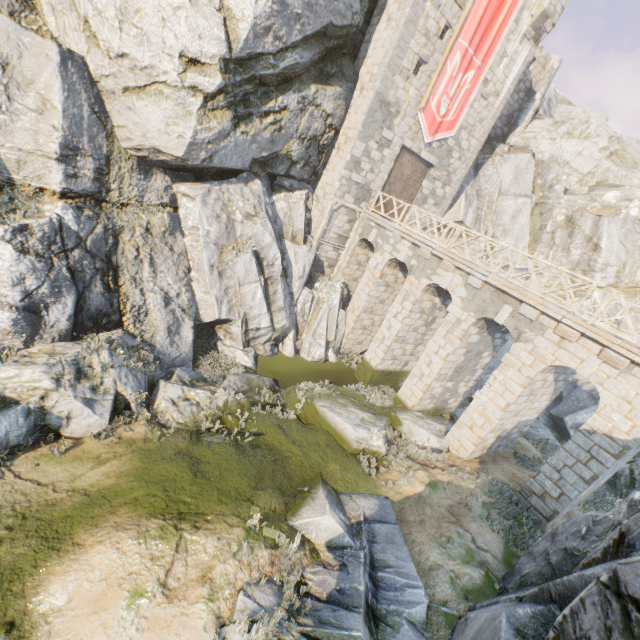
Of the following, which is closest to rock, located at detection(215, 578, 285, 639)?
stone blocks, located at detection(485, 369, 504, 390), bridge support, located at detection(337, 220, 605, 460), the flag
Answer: bridge support, located at detection(337, 220, 605, 460)

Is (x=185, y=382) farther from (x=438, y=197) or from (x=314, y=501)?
(x=438, y=197)

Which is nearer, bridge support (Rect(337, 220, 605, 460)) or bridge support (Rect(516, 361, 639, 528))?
bridge support (Rect(516, 361, 639, 528))

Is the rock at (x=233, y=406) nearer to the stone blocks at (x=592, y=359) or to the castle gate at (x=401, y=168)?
the stone blocks at (x=592, y=359)

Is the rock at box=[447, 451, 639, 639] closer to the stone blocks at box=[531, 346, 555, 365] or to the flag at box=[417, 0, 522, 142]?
the stone blocks at box=[531, 346, 555, 365]

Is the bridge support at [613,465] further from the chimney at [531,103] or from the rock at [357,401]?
the chimney at [531,103]

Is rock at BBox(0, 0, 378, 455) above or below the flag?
below
